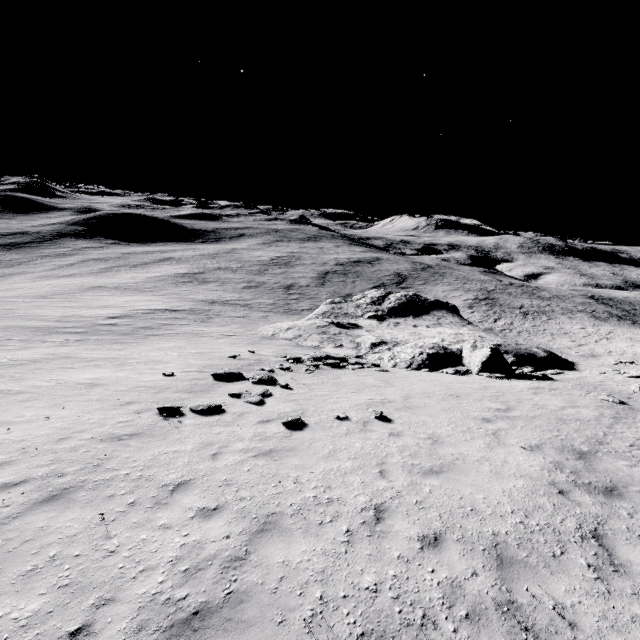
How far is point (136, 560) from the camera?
4.93m

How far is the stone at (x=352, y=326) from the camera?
21.4 meters

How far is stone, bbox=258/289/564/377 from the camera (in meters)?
21.39
